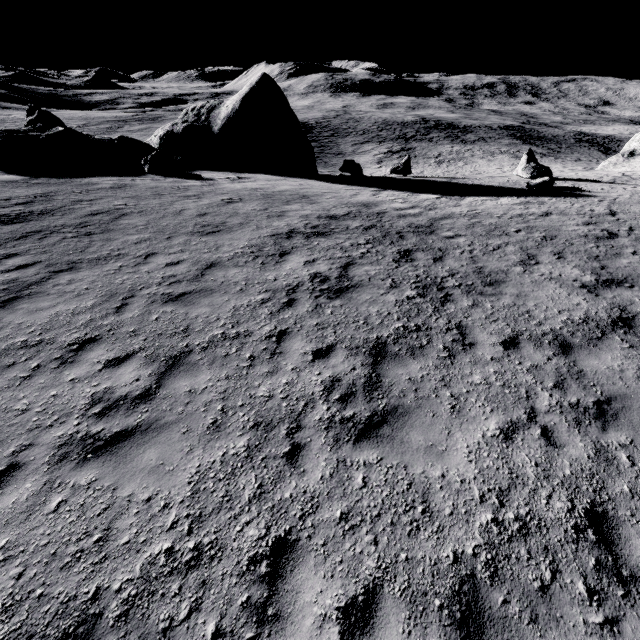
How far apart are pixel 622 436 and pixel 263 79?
29.1 meters

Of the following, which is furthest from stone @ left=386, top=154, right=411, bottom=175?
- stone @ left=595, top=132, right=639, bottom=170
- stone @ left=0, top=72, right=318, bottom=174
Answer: stone @ left=595, top=132, right=639, bottom=170

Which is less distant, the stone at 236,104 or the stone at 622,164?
the stone at 236,104

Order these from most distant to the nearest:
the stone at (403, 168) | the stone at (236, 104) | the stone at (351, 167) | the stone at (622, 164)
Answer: the stone at (622, 164)
the stone at (403, 168)
the stone at (351, 167)
the stone at (236, 104)

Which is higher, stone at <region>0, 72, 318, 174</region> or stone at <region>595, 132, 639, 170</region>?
stone at <region>0, 72, 318, 174</region>
